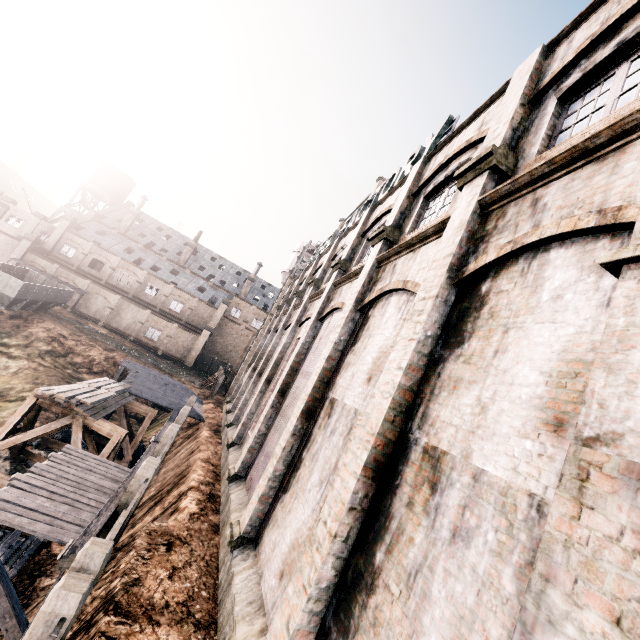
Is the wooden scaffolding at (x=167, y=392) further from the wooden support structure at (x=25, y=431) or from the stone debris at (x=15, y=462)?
the wooden support structure at (x=25, y=431)

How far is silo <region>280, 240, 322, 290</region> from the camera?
40.53m

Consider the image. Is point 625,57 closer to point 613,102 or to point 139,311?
point 613,102

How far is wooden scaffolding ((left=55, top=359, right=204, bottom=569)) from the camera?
7.8m

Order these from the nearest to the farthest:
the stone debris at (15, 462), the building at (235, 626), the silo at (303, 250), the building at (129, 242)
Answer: the building at (235, 626)
the stone debris at (15, 462)
the silo at (303, 250)
the building at (129, 242)

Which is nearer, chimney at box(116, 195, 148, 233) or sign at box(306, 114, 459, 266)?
sign at box(306, 114, 459, 266)

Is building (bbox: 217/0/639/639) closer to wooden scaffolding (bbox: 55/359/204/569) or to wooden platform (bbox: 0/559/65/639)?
wooden scaffolding (bbox: 55/359/204/569)

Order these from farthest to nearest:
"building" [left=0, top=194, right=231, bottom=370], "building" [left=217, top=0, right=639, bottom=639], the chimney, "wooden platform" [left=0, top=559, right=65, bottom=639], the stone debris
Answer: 1. the chimney
2. "building" [left=0, top=194, right=231, bottom=370]
3. the stone debris
4. "wooden platform" [left=0, top=559, right=65, bottom=639]
5. "building" [left=217, top=0, right=639, bottom=639]
